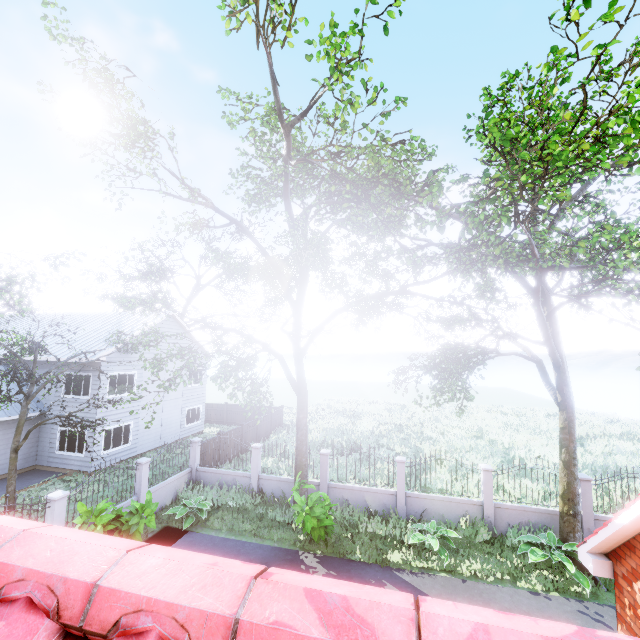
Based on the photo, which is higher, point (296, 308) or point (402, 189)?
point (402, 189)

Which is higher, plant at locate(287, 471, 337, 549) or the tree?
the tree

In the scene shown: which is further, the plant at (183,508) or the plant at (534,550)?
the plant at (183,508)

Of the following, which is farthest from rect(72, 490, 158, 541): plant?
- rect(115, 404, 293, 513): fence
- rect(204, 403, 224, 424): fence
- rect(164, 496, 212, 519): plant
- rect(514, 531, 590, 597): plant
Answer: rect(204, 403, 224, 424): fence

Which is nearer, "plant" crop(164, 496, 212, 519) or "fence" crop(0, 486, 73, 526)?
"fence" crop(0, 486, 73, 526)

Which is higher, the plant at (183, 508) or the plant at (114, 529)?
the plant at (114, 529)

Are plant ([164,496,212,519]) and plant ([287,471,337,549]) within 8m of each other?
yes

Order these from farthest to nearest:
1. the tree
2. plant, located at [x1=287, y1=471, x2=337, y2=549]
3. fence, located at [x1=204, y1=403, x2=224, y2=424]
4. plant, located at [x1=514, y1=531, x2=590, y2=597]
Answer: fence, located at [x1=204, y1=403, x2=224, y2=424] < plant, located at [x1=287, y1=471, x2=337, y2=549] < plant, located at [x1=514, y1=531, x2=590, y2=597] < the tree
